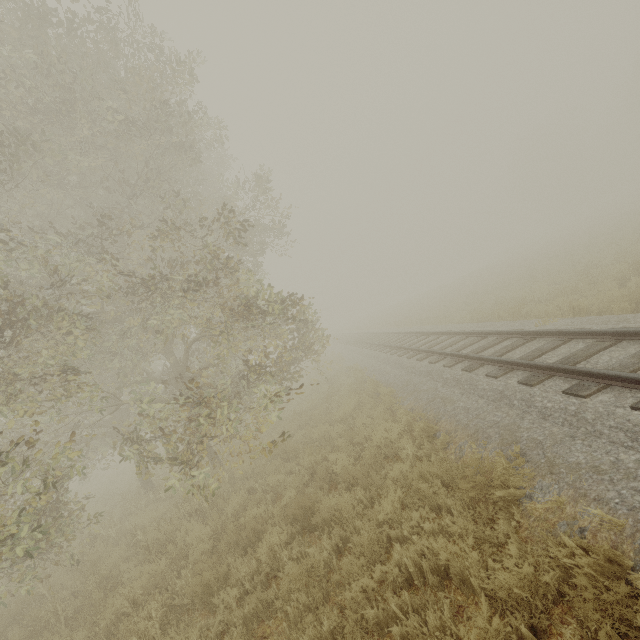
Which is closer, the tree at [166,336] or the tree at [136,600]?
the tree at [136,600]

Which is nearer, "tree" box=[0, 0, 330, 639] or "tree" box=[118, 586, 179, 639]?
"tree" box=[118, 586, 179, 639]

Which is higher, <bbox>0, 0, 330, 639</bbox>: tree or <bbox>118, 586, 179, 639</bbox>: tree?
<bbox>0, 0, 330, 639</bbox>: tree

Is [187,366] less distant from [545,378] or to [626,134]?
[545,378]

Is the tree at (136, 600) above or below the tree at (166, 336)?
below
